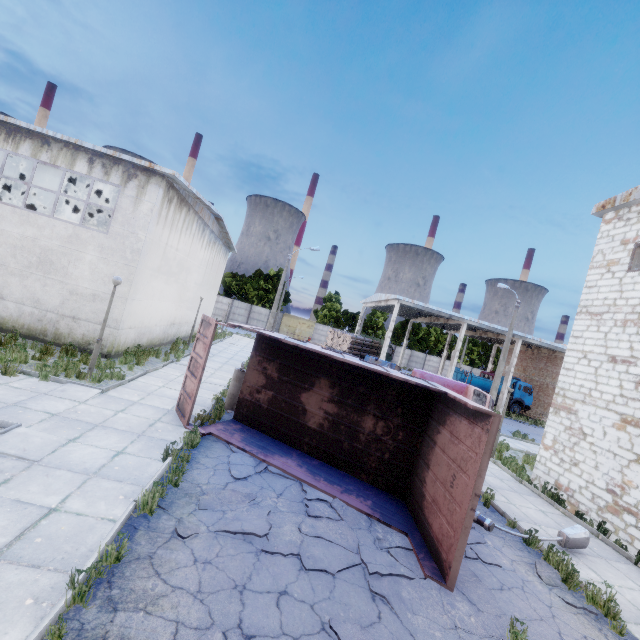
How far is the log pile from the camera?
31.1m

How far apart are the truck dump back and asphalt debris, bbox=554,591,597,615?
8.14m

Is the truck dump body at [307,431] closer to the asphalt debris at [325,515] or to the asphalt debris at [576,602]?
the asphalt debris at [325,515]

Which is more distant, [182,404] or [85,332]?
[85,332]

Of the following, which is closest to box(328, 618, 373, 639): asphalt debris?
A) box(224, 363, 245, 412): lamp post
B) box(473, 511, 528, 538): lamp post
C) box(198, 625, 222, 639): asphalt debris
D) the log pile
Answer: box(198, 625, 222, 639): asphalt debris

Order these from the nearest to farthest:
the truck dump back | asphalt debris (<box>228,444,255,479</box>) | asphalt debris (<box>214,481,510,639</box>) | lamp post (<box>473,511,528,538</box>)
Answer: asphalt debris (<box>214,481,510,639</box>)
asphalt debris (<box>228,444,255,479</box>)
lamp post (<box>473,511,528,538</box>)
the truck dump back

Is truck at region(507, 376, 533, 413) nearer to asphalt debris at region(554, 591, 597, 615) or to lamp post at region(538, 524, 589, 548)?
lamp post at region(538, 524, 589, 548)

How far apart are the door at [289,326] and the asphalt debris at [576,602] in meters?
49.3 m
